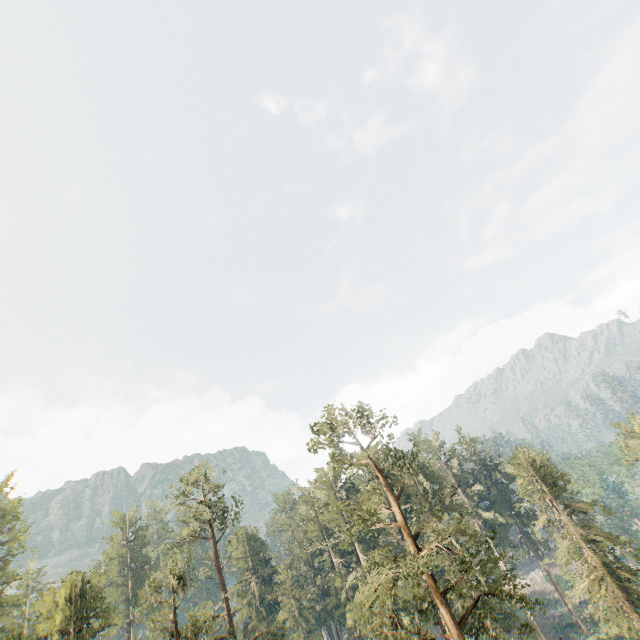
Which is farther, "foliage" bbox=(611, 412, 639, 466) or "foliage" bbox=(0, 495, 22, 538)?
"foliage" bbox=(0, 495, 22, 538)

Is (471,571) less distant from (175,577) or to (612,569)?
Answer: (612,569)

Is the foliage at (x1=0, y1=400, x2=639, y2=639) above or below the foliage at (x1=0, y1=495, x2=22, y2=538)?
below

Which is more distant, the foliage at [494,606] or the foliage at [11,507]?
the foliage at [11,507]

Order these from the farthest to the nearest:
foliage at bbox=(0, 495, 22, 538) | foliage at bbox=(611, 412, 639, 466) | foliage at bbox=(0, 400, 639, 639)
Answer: foliage at bbox=(0, 495, 22, 538), foliage at bbox=(611, 412, 639, 466), foliage at bbox=(0, 400, 639, 639)
